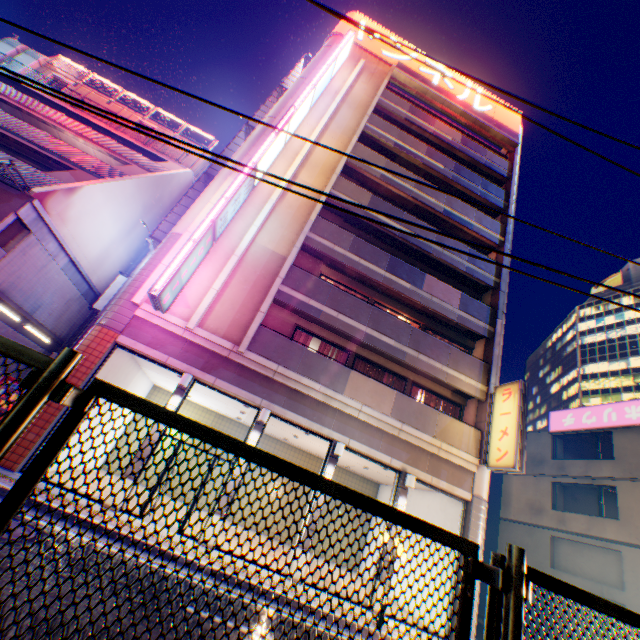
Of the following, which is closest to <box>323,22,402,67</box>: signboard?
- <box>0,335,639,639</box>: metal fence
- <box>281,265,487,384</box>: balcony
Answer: <box>0,335,639,639</box>: metal fence

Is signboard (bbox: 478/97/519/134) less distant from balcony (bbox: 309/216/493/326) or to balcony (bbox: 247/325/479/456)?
balcony (bbox: 309/216/493/326)

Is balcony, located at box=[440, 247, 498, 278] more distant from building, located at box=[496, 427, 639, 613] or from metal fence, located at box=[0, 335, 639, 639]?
metal fence, located at box=[0, 335, 639, 639]

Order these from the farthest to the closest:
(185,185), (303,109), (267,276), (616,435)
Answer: (185,185)
(616,435)
(303,109)
(267,276)

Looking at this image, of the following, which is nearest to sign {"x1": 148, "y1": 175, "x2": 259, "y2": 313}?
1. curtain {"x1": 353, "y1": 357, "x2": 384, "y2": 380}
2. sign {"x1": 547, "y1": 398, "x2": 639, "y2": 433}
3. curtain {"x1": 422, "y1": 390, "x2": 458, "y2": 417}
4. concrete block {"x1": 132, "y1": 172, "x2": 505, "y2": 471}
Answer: concrete block {"x1": 132, "y1": 172, "x2": 505, "y2": 471}

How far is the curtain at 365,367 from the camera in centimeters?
1456cm

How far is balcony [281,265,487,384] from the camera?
13.4 meters

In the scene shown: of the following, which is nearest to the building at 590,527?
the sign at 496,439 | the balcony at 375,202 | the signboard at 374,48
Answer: the sign at 496,439
